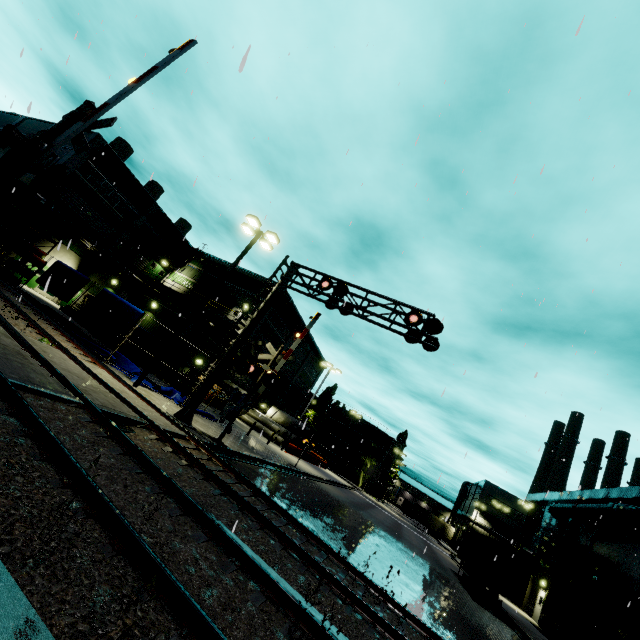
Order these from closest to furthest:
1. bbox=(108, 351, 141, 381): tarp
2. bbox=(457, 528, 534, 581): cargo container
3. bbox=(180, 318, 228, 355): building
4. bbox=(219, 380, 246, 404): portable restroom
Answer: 1. bbox=(108, 351, 141, 381): tarp
2. bbox=(457, 528, 534, 581): cargo container
3. bbox=(180, 318, 228, 355): building
4. bbox=(219, 380, 246, 404): portable restroom

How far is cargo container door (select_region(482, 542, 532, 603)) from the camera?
18.70m

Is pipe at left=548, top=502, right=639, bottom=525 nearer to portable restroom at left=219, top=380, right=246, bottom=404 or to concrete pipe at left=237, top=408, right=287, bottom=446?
concrete pipe at left=237, top=408, right=287, bottom=446

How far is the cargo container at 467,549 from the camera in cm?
1967

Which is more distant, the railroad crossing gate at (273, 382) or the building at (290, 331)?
the building at (290, 331)

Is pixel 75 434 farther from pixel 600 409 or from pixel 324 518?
pixel 600 409

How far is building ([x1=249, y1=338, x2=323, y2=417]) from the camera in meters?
44.8

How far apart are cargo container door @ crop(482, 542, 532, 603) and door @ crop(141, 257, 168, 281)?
42.6m
